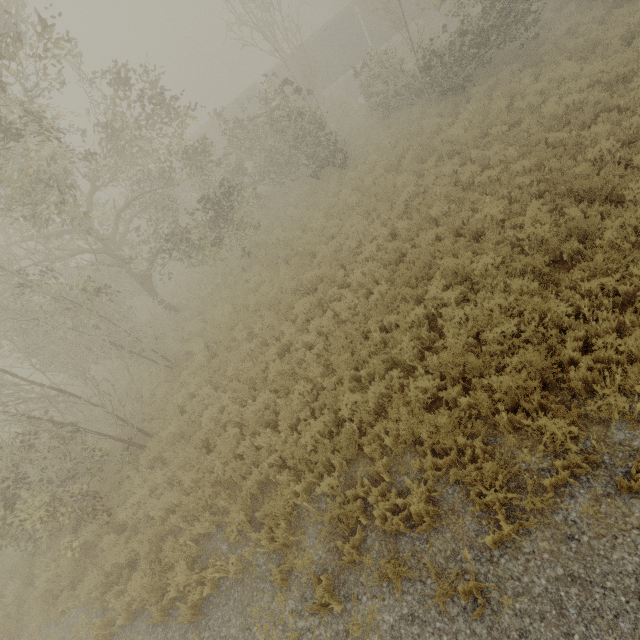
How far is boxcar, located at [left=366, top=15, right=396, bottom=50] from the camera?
27.5m

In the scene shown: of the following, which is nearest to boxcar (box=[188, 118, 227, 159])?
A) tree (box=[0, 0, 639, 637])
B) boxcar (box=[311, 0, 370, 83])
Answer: boxcar (box=[311, 0, 370, 83])

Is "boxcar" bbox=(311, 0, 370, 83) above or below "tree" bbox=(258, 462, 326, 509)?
above

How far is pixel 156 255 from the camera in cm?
1416

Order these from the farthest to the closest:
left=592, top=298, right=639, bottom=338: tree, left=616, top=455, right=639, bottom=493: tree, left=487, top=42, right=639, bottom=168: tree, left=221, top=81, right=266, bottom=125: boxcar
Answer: left=221, top=81, right=266, bottom=125: boxcar
left=487, top=42, right=639, bottom=168: tree
left=592, top=298, right=639, bottom=338: tree
left=616, top=455, right=639, bottom=493: tree

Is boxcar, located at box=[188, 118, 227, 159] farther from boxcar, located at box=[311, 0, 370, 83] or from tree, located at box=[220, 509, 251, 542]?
tree, located at box=[220, 509, 251, 542]

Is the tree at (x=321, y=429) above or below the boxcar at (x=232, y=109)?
below
